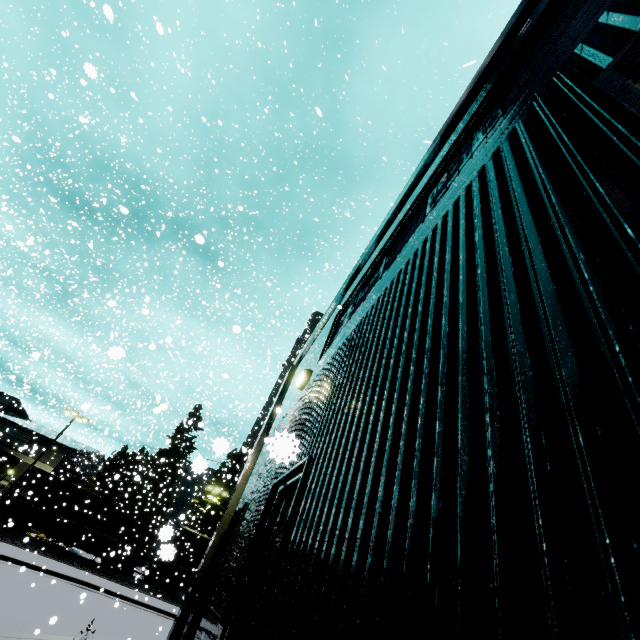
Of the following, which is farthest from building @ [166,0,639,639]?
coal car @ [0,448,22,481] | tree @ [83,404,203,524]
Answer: tree @ [83,404,203,524]

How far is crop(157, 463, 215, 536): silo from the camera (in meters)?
4.09

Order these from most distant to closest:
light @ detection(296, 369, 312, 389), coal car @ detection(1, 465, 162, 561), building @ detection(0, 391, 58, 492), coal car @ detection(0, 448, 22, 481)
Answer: building @ detection(0, 391, 58, 492) < coal car @ detection(1, 465, 162, 561) < coal car @ detection(0, 448, 22, 481) < light @ detection(296, 369, 312, 389)

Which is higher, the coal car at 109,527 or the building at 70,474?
the building at 70,474

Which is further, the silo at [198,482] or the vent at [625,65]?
the silo at [198,482]

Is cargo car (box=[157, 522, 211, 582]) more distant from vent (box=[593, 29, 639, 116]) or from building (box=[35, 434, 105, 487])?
vent (box=[593, 29, 639, 116])

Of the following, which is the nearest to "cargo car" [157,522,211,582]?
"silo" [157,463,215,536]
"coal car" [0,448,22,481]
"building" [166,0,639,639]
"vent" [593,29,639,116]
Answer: "coal car" [0,448,22,481]

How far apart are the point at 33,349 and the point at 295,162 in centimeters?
1727cm
